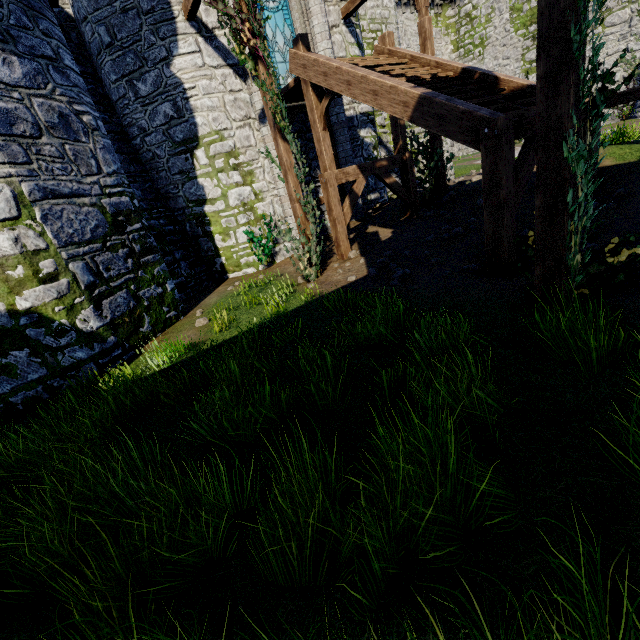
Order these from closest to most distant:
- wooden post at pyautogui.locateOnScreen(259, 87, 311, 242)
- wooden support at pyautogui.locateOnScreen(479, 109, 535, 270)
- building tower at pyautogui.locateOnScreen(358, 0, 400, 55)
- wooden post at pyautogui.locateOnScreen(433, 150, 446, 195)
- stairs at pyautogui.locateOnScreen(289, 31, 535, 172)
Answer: wooden support at pyautogui.locateOnScreen(479, 109, 535, 270)
stairs at pyautogui.locateOnScreen(289, 31, 535, 172)
wooden post at pyautogui.locateOnScreen(259, 87, 311, 242)
wooden post at pyautogui.locateOnScreen(433, 150, 446, 195)
building tower at pyautogui.locateOnScreen(358, 0, 400, 55)

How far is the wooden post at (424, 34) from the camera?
9.5m

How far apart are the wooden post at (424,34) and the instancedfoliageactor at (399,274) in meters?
5.4

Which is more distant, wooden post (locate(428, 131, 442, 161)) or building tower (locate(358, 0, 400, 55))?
building tower (locate(358, 0, 400, 55))

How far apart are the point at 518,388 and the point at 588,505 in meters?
1.3

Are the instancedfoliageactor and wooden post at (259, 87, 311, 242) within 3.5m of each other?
yes

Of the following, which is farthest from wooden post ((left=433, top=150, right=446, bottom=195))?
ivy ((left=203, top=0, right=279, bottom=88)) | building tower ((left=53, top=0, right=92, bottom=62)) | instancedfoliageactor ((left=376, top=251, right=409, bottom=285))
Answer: building tower ((left=53, top=0, right=92, bottom=62))

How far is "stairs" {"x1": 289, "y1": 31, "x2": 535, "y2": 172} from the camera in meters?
5.7
